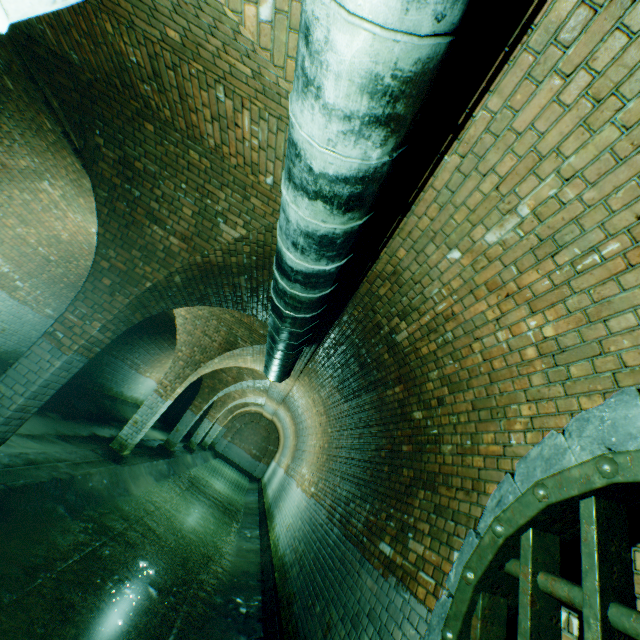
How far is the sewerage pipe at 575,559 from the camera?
1.6m

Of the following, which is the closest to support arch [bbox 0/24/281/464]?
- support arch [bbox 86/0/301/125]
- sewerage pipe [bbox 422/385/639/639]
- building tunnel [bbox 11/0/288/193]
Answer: building tunnel [bbox 11/0/288/193]

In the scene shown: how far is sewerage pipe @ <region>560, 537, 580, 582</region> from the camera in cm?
161

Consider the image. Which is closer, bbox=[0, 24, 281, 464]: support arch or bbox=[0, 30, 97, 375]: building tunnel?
bbox=[0, 24, 281, 464]: support arch

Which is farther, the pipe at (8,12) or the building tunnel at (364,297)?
the building tunnel at (364,297)

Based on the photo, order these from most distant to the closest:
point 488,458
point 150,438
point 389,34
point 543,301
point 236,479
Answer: point 236,479 < point 150,438 < point 488,458 < point 543,301 < point 389,34

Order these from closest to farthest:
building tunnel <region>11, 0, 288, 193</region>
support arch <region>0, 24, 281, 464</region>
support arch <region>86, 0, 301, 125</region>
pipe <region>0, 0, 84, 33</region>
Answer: pipe <region>0, 0, 84, 33</region> → support arch <region>86, 0, 301, 125</region> → building tunnel <region>11, 0, 288, 193</region> → support arch <region>0, 24, 281, 464</region>

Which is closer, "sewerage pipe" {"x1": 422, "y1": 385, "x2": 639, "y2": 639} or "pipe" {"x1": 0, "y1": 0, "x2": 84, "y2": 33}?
"pipe" {"x1": 0, "y1": 0, "x2": 84, "y2": 33}
